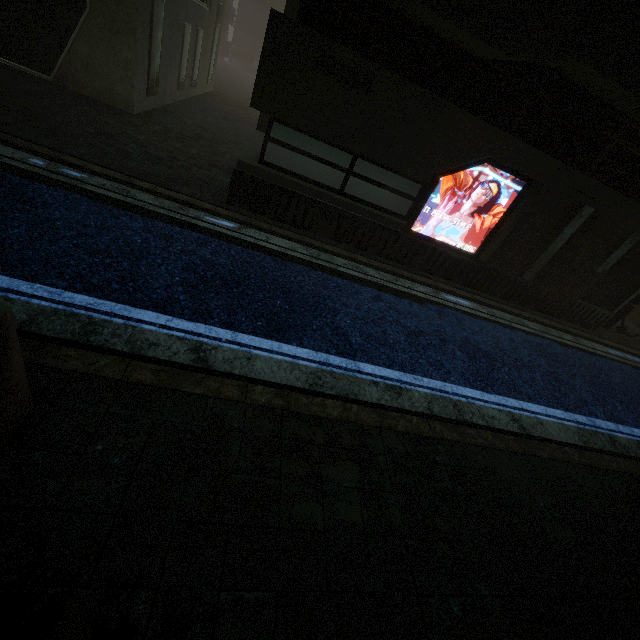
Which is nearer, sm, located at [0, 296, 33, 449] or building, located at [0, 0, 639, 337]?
sm, located at [0, 296, 33, 449]

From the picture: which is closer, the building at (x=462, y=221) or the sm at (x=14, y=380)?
the sm at (x=14, y=380)

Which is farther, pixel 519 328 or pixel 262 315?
pixel 519 328
